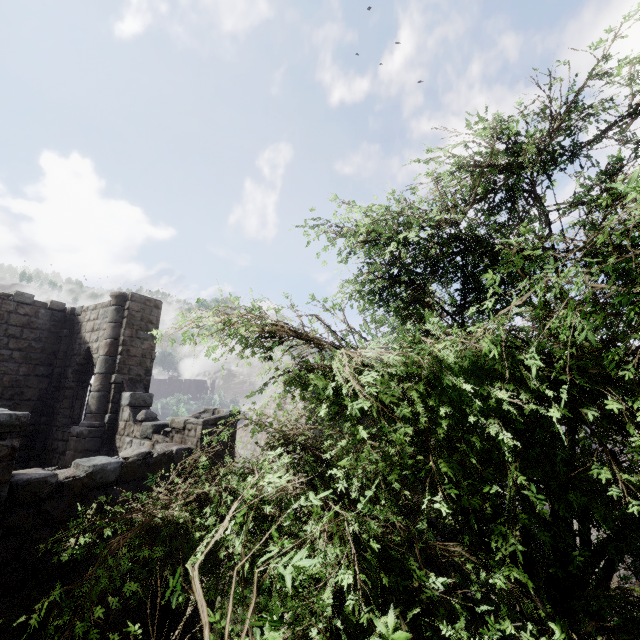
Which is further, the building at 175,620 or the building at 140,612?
the building at 175,620

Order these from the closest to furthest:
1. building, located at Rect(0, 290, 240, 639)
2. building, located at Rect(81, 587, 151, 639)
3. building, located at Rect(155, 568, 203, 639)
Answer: building, located at Rect(0, 290, 240, 639)
building, located at Rect(81, 587, 151, 639)
building, located at Rect(155, 568, 203, 639)

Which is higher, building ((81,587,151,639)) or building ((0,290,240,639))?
A: building ((0,290,240,639))

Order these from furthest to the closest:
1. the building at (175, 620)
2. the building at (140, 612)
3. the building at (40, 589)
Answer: the building at (175, 620)
the building at (140, 612)
the building at (40, 589)

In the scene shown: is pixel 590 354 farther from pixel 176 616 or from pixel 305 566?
pixel 176 616

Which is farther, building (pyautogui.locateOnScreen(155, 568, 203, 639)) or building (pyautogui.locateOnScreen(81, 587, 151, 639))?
building (pyautogui.locateOnScreen(155, 568, 203, 639))
